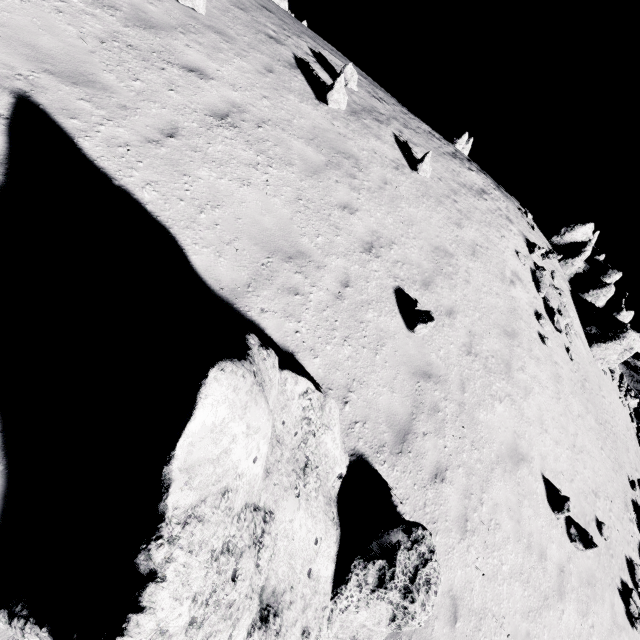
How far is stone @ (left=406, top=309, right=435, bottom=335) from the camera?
7.1m

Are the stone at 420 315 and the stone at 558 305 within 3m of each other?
no

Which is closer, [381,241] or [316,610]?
[316,610]

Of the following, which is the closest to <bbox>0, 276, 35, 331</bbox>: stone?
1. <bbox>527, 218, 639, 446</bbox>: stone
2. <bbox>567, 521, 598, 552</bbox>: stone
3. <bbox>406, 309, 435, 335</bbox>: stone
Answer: <bbox>406, 309, 435, 335</bbox>: stone

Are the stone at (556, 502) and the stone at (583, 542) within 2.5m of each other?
yes

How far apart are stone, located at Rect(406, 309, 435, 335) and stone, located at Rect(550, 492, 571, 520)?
6.2m

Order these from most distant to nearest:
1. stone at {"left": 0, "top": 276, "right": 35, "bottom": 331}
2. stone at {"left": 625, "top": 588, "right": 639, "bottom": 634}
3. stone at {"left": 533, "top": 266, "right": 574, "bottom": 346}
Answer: stone at {"left": 533, "top": 266, "right": 574, "bottom": 346} < stone at {"left": 625, "top": 588, "right": 639, "bottom": 634} < stone at {"left": 0, "top": 276, "right": 35, "bottom": 331}

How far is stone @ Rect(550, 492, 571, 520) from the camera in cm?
862
